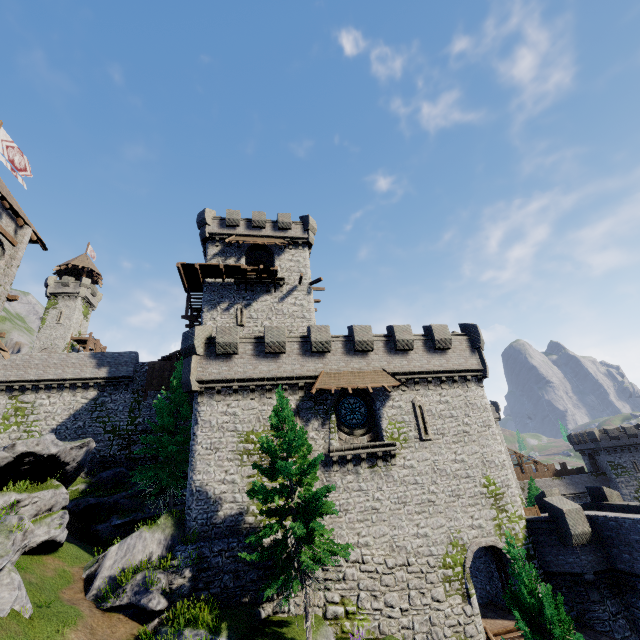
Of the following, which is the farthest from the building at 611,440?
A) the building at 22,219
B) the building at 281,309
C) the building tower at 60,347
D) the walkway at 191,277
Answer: the building tower at 60,347

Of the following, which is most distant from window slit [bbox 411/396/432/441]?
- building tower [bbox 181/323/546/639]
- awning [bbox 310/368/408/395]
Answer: awning [bbox 310/368/408/395]

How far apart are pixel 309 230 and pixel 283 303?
8.82m

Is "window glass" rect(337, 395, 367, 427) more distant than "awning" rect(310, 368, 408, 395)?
Yes

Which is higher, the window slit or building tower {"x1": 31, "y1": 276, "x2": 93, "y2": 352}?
building tower {"x1": 31, "y1": 276, "x2": 93, "y2": 352}

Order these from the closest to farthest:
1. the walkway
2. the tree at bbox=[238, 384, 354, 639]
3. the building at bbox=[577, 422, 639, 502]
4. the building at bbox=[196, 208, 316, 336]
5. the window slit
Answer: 1. the tree at bbox=[238, 384, 354, 639]
2. the window slit
3. the walkway
4. the building at bbox=[196, 208, 316, 336]
5. the building at bbox=[577, 422, 639, 502]

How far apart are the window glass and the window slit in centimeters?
282cm

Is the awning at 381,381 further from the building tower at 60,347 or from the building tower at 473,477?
the building tower at 60,347
